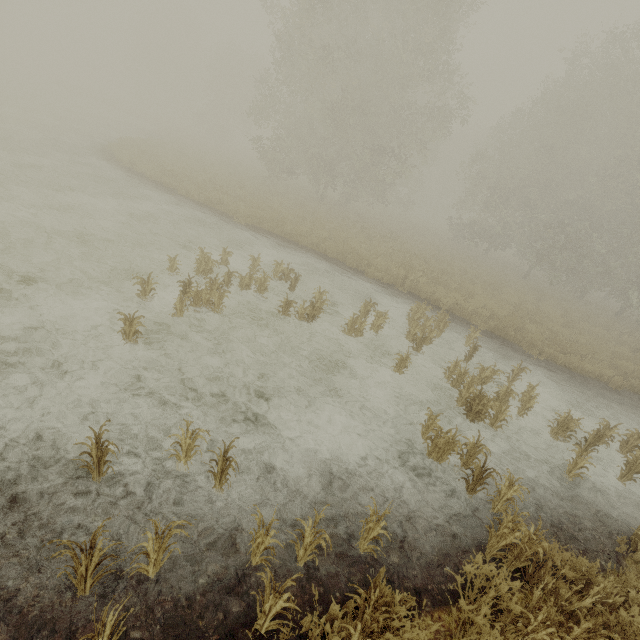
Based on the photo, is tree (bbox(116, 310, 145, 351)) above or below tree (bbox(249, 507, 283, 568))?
below

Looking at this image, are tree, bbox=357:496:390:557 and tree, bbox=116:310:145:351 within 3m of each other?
no

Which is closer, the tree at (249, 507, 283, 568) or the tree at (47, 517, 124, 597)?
the tree at (47, 517, 124, 597)

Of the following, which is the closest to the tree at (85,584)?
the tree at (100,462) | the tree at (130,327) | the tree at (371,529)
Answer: the tree at (100,462)

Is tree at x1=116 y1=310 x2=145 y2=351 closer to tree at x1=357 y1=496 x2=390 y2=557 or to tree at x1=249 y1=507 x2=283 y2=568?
tree at x1=249 y1=507 x2=283 y2=568

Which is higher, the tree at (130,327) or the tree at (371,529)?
the tree at (371,529)

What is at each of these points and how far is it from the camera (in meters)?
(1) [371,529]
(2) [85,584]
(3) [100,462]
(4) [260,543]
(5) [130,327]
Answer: (1) tree, 3.49
(2) tree, 2.65
(3) tree, 3.42
(4) tree, 3.04
(5) tree, 5.42

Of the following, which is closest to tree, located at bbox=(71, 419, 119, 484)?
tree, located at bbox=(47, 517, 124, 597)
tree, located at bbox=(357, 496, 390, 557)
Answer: tree, located at bbox=(47, 517, 124, 597)
